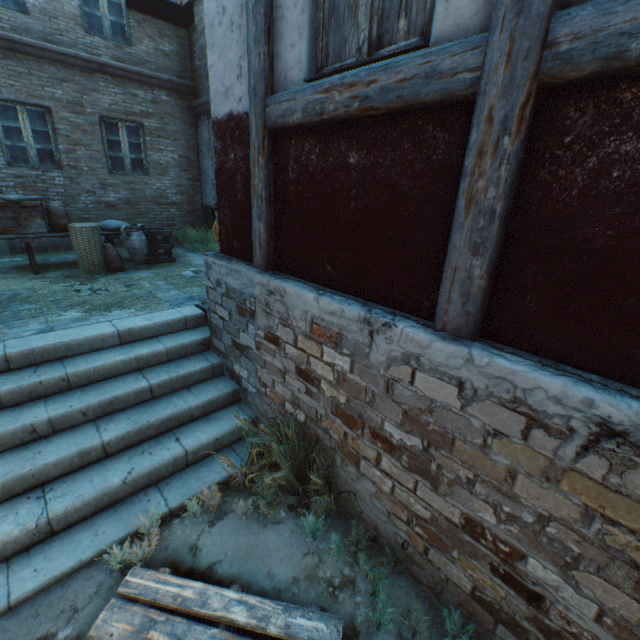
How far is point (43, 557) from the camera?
2.44m

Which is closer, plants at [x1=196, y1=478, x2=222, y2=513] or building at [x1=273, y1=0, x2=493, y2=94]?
building at [x1=273, y1=0, x2=493, y2=94]

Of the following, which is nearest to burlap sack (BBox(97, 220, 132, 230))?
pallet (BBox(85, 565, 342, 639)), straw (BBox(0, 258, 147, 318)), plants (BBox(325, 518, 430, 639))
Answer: straw (BBox(0, 258, 147, 318))

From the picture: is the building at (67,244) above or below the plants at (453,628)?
above

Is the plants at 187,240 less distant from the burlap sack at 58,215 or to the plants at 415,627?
the burlap sack at 58,215

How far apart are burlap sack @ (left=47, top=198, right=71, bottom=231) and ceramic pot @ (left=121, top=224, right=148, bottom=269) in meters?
0.9

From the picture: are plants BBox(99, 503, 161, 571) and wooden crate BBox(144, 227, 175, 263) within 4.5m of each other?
no

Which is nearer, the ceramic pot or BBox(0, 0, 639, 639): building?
A: BBox(0, 0, 639, 639): building
